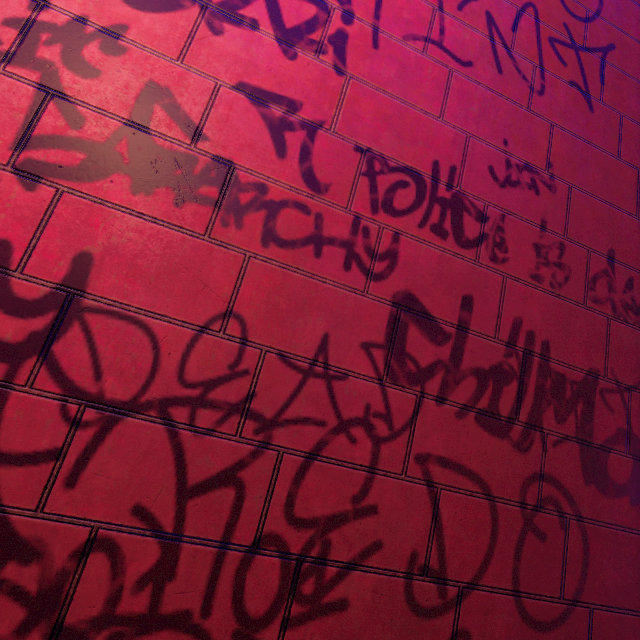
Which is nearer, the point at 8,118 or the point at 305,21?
the point at 8,118
